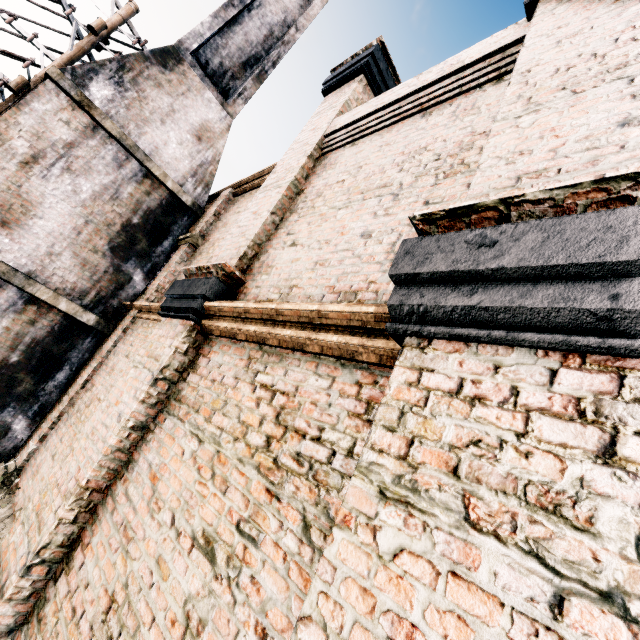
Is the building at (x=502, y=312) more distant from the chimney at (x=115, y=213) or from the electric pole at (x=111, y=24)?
the electric pole at (x=111, y=24)

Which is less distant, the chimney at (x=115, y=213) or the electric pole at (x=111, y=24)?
the chimney at (x=115, y=213)

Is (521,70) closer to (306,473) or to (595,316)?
(595,316)

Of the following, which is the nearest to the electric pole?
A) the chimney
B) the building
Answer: the chimney

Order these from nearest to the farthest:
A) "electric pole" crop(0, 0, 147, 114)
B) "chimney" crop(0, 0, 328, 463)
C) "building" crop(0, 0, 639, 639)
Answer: "building" crop(0, 0, 639, 639), "chimney" crop(0, 0, 328, 463), "electric pole" crop(0, 0, 147, 114)

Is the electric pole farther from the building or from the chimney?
the building
